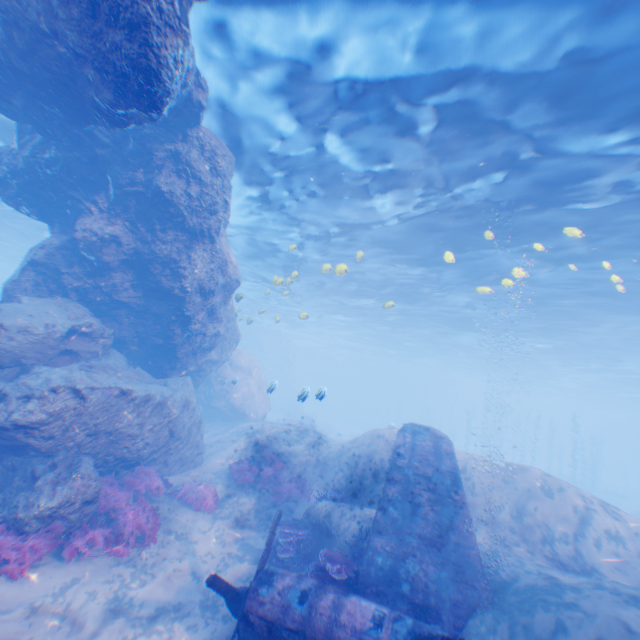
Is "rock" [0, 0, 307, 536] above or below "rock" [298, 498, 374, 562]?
above

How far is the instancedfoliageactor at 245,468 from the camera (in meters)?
12.03

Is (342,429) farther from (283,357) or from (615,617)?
(615,617)

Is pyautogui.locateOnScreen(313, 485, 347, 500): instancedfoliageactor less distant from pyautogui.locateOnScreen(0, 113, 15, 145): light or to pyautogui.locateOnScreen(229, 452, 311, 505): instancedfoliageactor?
pyautogui.locateOnScreen(229, 452, 311, 505): instancedfoliageactor

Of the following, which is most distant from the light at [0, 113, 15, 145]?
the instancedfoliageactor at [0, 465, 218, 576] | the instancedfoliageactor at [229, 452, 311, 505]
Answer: the instancedfoliageactor at [0, 465, 218, 576]

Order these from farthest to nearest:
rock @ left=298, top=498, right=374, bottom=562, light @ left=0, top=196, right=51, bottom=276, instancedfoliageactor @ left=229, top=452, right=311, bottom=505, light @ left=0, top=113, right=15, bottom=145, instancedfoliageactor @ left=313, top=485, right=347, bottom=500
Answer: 1. light @ left=0, top=196, right=51, bottom=276
2. light @ left=0, top=113, right=15, bottom=145
3. instancedfoliageactor @ left=229, top=452, right=311, bottom=505
4. instancedfoliageactor @ left=313, top=485, right=347, bottom=500
5. rock @ left=298, top=498, right=374, bottom=562

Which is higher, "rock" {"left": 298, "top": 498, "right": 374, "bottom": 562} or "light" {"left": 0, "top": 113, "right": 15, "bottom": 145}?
"light" {"left": 0, "top": 113, "right": 15, "bottom": 145}

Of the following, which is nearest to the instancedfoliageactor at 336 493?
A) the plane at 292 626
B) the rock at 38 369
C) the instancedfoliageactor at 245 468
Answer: the rock at 38 369
